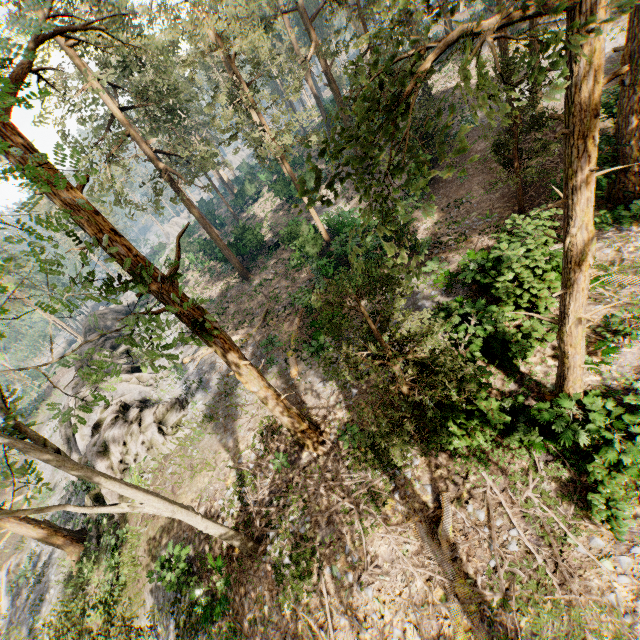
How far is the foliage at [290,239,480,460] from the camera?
6.9m

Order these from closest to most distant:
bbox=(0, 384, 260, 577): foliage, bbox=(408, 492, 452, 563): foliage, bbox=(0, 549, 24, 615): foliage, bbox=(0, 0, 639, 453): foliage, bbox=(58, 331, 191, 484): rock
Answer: bbox=(0, 0, 639, 453): foliage
bbox=(0, 384, 260, 577): foliage
bbox=(408, 492, 452, 563): foliage
bbox=(58, 331, 191, 484): rock
bbox=(0, 549, 24, 615): foliage

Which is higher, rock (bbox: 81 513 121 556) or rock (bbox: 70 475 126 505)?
rock (bbox: 70 475 126 505)

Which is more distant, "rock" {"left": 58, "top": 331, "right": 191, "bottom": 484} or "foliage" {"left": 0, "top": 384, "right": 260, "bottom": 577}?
"rock" {"left": 58, "top": 331, "right": 191, "bottom": 484}

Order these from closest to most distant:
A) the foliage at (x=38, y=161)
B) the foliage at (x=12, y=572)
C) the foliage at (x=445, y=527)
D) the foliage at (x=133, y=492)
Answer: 1. the foliage at (x=38, y=161)
2. the foliage at (x=133, y=492)
3. the foliage at (x=445, y=527)
4. the foliage at (x=12, y=572)

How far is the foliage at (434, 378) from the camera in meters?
6.9 m

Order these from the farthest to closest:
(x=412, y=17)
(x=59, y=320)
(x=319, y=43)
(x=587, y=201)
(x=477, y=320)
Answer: (x=59, y=320) < (x=412, y=17) < (x=319, y=43) < (x=477, y=320) < (x=587, y=201)

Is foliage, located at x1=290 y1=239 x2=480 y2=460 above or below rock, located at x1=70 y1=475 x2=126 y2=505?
above
